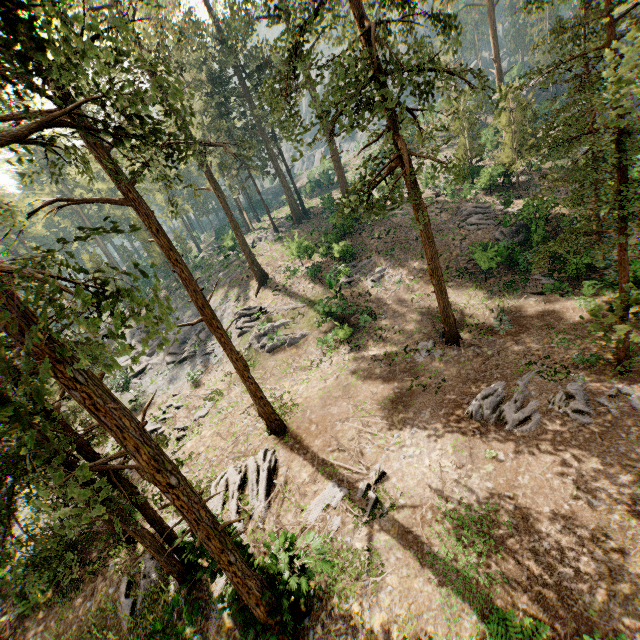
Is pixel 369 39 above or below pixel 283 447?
above

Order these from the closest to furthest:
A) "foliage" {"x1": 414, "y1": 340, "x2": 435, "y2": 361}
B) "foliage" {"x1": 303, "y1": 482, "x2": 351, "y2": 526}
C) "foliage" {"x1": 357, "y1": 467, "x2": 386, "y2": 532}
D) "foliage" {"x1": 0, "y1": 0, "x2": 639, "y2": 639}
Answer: "foliage" {"x1": 0, "y1": 0, "x2": 639, "y2": 639}, "foliage" {"x1": 357, "y1": 467, "x2": 386, "y2": 532}, "foliage" {"x1": 303, "y1": 482, "x2": 351, "y2": 526}, "foliage" {"x1": 414, "y1": 340, "x2": 435, "y2": 361}

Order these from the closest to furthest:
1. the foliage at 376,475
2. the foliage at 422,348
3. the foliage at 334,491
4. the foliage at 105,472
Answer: the foliage at 105,472 → the foliage at 376,475 → the foliage at 334,491 → the foliage at 422,348

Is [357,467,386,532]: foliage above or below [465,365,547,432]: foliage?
above

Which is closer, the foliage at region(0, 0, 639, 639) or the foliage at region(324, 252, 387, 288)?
the foliage at region(0, 0, 639, 639)

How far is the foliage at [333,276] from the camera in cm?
2677
